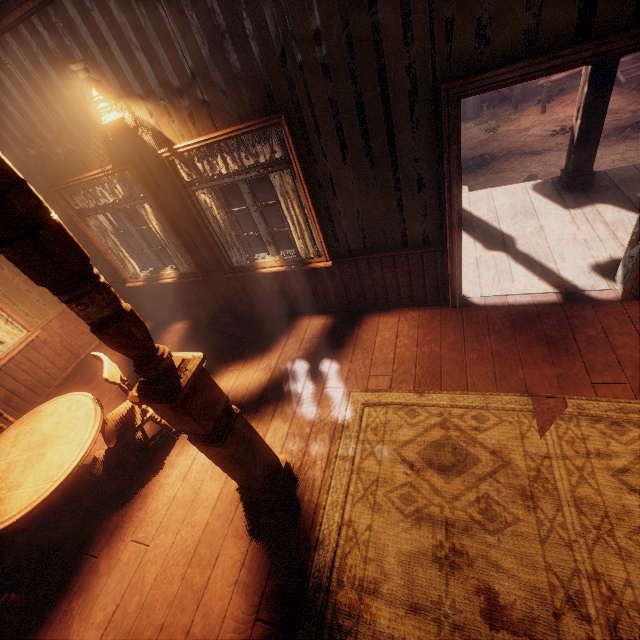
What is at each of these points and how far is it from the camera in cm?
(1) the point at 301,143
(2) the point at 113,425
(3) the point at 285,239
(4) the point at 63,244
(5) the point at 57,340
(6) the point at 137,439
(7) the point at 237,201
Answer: (1) building, 312
(2) chair, 341
(3) z, 909
(4) pillars, 135
(5) building, 526
(6) building, 387
(7) z, 1292

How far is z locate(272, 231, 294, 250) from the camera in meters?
8.5

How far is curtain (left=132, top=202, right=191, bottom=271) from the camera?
4.13m

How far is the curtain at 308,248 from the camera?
3.4m

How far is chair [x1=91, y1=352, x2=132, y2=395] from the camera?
2.9m

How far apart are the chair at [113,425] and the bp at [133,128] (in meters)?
2.29

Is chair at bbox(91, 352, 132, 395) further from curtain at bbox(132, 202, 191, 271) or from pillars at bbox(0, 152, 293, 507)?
curtain at bbox(132, 202, 191, 271)

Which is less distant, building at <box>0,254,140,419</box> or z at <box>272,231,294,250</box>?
building at <box>0,254,140,419</box>
